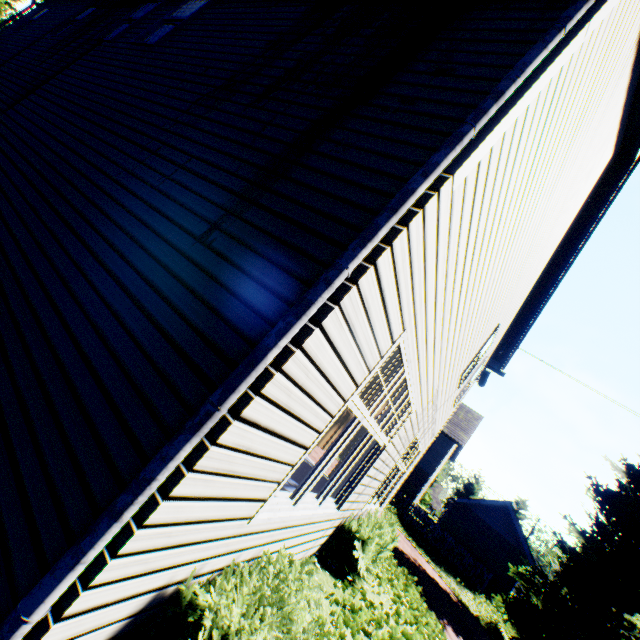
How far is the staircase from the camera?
3.4 meters

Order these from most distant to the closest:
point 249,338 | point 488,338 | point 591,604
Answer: point 591,604 < point 488,338 < point 249,338

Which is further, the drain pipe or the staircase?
the staircase

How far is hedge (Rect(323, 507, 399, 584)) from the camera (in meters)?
5.40

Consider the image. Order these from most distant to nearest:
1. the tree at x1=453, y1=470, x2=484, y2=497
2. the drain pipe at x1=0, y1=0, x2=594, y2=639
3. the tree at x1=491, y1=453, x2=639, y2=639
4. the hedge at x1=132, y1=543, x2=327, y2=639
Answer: the tree at x1=453, y1=470, x2=484, y2=497 < the tree at x1=491, y1=453, x2=639, y2=639 < the hedge at x1=132, y1=543, x2=327, y2=639 < the drain pipe at x1=0, y1=0, x2=594, y2=639

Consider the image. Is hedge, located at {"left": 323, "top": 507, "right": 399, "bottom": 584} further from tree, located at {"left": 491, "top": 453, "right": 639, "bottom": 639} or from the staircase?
tree, located at {"left": 491, "top": 453, "right": 639, "bottom": 639}

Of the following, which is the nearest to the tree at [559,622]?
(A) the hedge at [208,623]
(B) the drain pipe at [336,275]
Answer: (A) the hedge at [208,623]

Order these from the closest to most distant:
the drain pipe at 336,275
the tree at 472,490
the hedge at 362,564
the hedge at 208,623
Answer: the drain pipe at 336,275
the hedge at 208,623
the hedge at 362,564
the tree at 472,490
